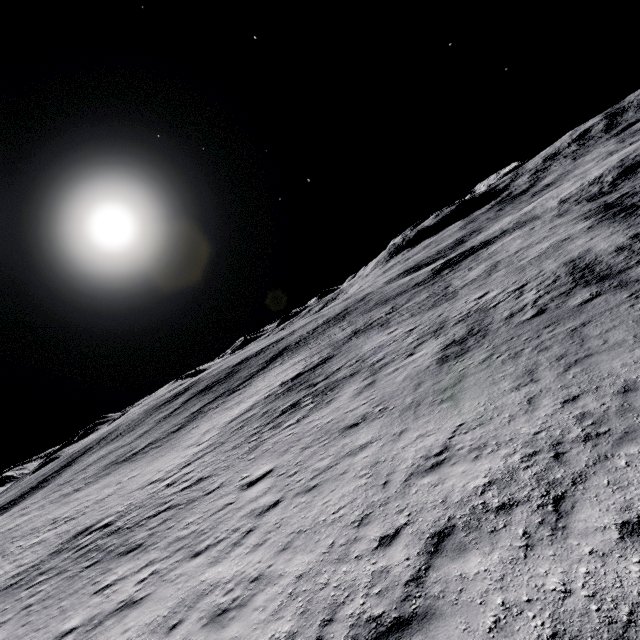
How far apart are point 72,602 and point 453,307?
25.7 meters
